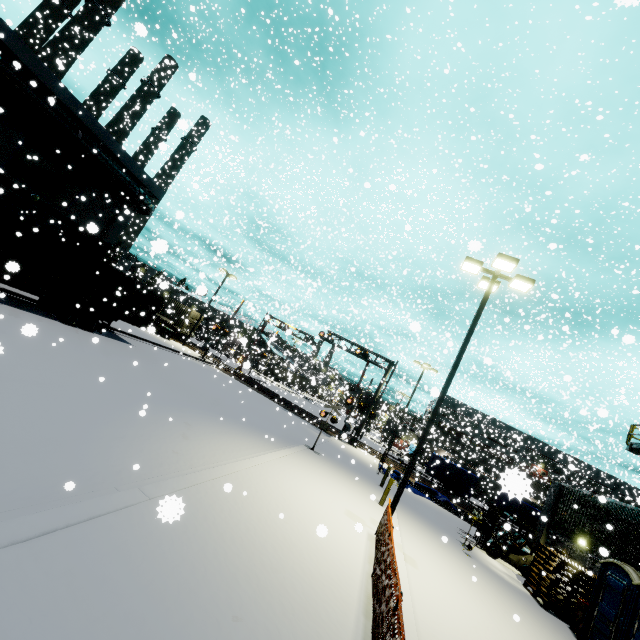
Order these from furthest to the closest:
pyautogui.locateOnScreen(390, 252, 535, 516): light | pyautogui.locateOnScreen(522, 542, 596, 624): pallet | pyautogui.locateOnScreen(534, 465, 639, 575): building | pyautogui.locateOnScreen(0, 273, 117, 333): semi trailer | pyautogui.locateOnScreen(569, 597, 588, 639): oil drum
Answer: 1. pyautogui.locateOnScreen(0, 273, 117, 333): semi trailer
2. pyautogui.locateOnScreen(534, 465, 639, 575): building
3. pyautogui.locateOnScreen(522, 542, 596, 624): pallet
4. pyautogui.locateOnScreen(569, 597, 588, 639): oil drum
5. pyautogui.locateOnScreen(390, 252, 535, 516): light

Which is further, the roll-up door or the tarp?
the tarp

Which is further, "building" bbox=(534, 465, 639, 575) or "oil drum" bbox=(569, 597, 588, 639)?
"building" bbox=(534, 465, 639, 575)

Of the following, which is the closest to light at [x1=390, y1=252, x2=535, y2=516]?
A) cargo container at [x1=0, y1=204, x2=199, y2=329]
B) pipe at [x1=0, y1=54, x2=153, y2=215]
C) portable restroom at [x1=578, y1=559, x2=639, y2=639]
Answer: cargo container at [x1=0, y1=204, x2=199, y2=329]

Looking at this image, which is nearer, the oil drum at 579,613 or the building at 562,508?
the oil drum at 579,613

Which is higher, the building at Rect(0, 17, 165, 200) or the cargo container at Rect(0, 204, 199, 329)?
the building at Rect(0, 17, 165, 200)

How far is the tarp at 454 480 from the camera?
26.6m

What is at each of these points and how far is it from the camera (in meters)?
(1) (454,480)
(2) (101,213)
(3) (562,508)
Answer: (1) tarp, 27.05
(2) building, 22.86
(3) building, 17.56
